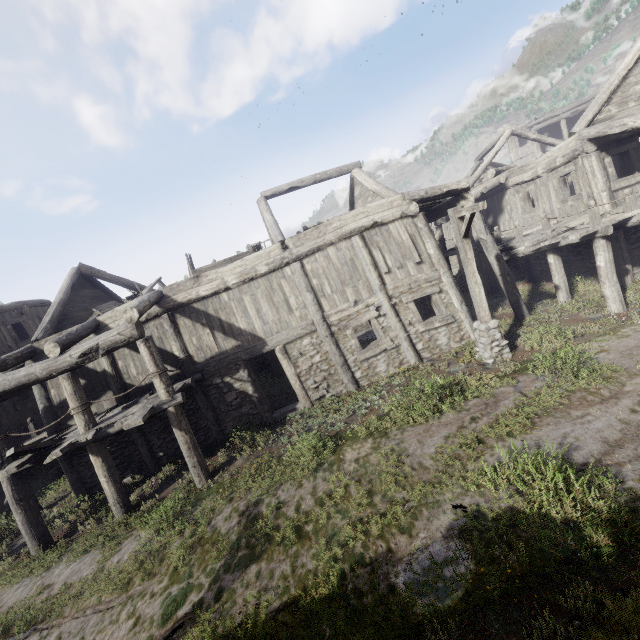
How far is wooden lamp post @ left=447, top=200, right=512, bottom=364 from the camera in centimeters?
878cm

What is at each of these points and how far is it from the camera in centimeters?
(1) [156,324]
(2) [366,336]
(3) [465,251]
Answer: (1) building, 1088cm
(2) building base, 1964cm
(3) wooden lamp post, 940cm

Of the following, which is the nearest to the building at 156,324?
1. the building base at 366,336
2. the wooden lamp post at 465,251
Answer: the building base at 366,336

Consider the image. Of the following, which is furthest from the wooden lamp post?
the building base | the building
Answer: the building base

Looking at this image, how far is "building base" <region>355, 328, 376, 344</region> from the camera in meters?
18.0

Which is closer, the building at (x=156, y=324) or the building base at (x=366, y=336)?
the building at (x=156, y=324)

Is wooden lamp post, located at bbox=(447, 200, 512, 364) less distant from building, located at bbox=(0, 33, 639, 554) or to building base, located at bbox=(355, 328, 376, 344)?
building, located at bbox=(0, 33, 639, 554)
